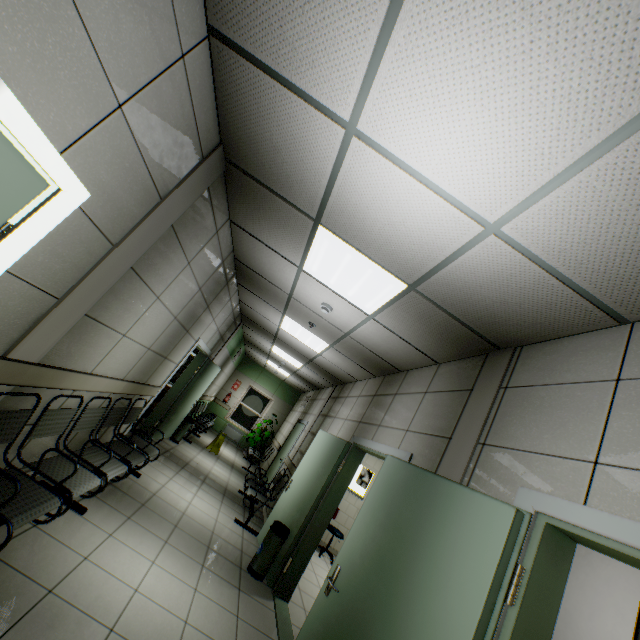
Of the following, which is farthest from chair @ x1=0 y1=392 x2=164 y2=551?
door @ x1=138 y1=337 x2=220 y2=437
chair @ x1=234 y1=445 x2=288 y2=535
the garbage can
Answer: chair @ x1=234 y1=445 x2=288 y2=535

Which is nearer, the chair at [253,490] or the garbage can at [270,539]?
the garbage can at [270,539]

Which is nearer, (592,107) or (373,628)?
(592,107)

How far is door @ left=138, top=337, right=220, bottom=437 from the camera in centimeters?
595cm

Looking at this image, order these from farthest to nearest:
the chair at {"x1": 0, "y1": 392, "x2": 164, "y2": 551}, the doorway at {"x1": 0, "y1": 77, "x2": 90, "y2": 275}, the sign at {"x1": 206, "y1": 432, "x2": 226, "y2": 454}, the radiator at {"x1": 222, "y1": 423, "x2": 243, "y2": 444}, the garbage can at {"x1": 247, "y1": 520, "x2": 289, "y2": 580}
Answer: the radiator at {"x1": 222, "y1": 423, "x2": 243, "y2": 444}
the sign at {"x1": 206, "y1": 432, "x2": 226, "y2": 454}
the garbage can at {"x1": 247, "y1": 520, "x2": 289, "y2": 580}
the chair at {"x1": 0, "y1": 392, "x2": 164, "y2": 551}
the doorway at {"x1": 0, "y1": 77, "x2": 90, "y2": 275}

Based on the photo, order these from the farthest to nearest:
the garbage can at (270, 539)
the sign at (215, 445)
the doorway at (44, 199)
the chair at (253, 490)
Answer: the sign at (215, 445) < the chair at (253, 490) < the garbage can at (270, 539) < the doorway at (44, 199)

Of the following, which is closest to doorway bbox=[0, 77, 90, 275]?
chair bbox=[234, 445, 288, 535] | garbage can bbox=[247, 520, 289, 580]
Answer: garbage can bbox=[247, 520, 289, 580]

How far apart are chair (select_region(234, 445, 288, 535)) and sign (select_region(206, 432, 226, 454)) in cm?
238
